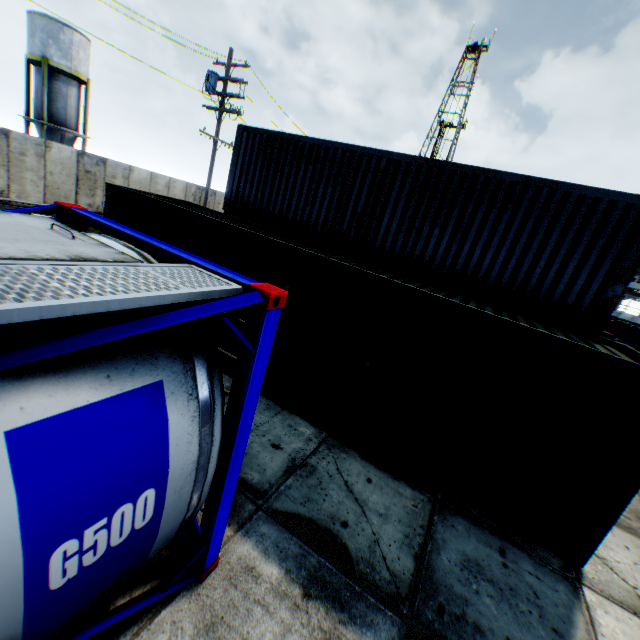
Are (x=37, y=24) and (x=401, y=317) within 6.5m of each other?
no

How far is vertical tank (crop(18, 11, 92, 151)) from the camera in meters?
25.3

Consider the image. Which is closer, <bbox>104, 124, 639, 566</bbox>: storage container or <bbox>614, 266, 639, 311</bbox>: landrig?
<bbox>104, 124, 639, 566</bbox>: storage container

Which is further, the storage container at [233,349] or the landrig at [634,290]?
the landrig at [634,290]

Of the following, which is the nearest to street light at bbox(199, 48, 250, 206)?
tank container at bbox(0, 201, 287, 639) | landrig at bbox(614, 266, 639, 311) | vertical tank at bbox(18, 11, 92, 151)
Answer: tank container at bbox(0, 201, 287, 639)

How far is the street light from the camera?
14.76m

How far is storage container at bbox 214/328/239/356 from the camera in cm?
728

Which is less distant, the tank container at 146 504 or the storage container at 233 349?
the tank container at 146 504
